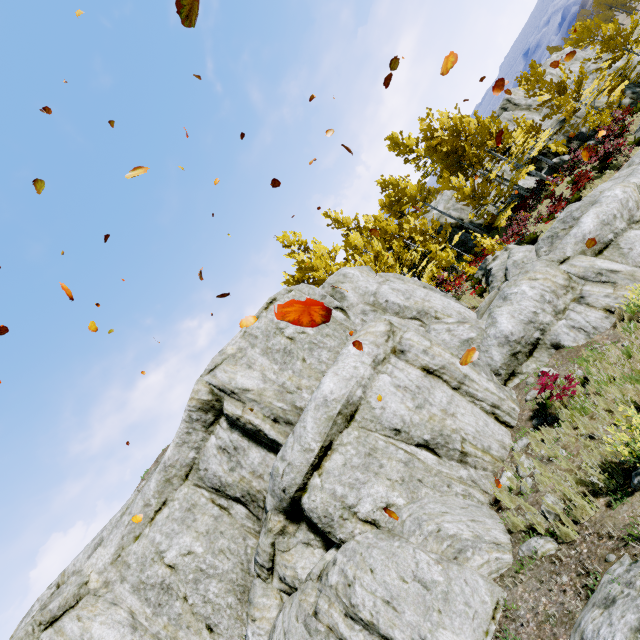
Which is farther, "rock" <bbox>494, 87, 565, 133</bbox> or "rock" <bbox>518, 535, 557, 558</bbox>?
"rock" <bbox>494, 87, 565, 133</bbox>

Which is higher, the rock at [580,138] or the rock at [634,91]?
the rock at [580,138]

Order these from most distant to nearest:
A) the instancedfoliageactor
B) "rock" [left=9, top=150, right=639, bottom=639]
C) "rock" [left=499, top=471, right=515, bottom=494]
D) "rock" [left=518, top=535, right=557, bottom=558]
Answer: the instancedfoliageactor < "rock" [left=499, top=471, right=515, bottom=494] < "rock" [left=9, top=150, right=639, bottom=639] < "rock" [left=518, top=535, right=557, bottom=558]

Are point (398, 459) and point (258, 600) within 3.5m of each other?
no

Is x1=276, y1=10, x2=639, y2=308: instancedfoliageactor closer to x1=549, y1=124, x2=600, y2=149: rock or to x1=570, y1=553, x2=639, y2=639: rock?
x1=570, y1=553, x2=639, y2=639: rock

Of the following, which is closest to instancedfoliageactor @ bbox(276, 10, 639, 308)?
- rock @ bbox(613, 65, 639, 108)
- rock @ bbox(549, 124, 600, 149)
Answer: rock @ bbox(613, 65, 639, 108)

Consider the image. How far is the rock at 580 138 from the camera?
22.2m
